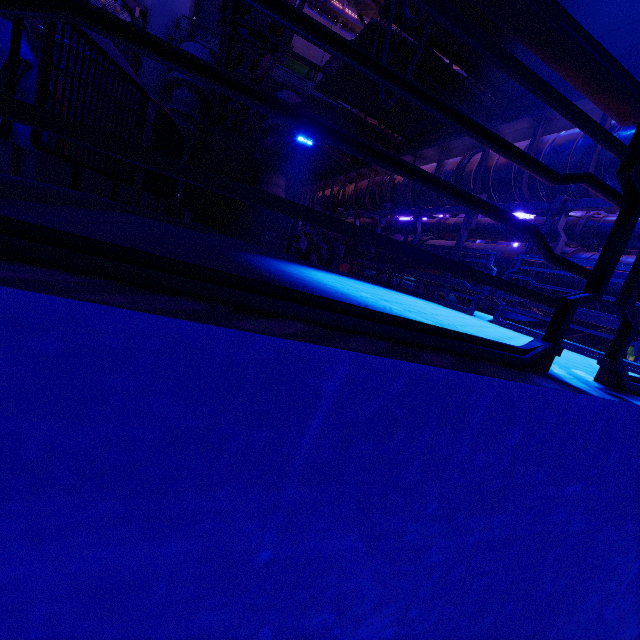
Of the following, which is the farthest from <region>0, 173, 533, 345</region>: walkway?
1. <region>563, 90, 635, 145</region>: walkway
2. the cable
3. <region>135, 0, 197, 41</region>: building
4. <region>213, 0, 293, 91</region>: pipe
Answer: <region>135, 0, 197, 41</region>: building

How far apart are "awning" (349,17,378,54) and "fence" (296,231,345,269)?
A: 4.6 meters

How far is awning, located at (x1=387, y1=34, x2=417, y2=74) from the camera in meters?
7.6

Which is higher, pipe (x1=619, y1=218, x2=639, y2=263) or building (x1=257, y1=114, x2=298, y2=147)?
building (x1=257, y1=114, x2=298, y2=147)

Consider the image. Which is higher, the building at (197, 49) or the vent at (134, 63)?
the building at (197, 49)

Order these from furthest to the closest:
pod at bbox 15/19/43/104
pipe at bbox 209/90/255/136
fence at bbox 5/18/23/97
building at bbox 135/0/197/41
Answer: building at bbox 135/0/197/41 < pipe at bbox 209/90/255/136 < pod at bbox 15/19/43/104 < fence at bbox 5/18/23/97

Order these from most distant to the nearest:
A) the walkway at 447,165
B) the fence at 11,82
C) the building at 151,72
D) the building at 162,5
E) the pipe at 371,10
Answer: the building at 162,5 < the building at 151,72 < the pipe at 371,10 < the walkway at 447,165 < the fence at 11,82

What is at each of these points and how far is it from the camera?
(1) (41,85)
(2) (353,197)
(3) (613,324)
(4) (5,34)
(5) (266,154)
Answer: (1) fence, 4.2 meters
(2) walkway, 17.0 meters
(3) pipe, 5.7 meters
(4) pod, 7.1 meters
(5) awning, 21.0 meters
